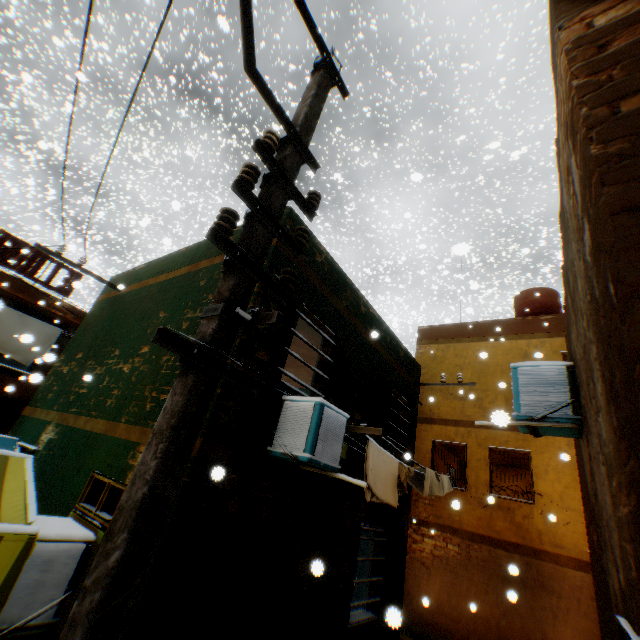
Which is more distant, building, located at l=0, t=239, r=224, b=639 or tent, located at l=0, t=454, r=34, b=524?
building, located at l=0, t=239, r=224, b=639

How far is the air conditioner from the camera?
4.13m

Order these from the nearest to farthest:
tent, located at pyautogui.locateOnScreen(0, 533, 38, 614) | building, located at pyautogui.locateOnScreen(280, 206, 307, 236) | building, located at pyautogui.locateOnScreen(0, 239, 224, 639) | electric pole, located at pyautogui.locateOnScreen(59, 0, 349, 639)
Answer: electric pole, located at pyautogui.locateOnScreen(59, 0, 349, 639)
tent, located at pyautogui.locateOnScreen(0, 533, 38, 614)
building, located at pyautogui.locateOnScreen(0, 239, 224, 639)
building, located at pyautogui.locateOnScreen(280, 206, 307, 236)

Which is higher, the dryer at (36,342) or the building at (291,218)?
the building at (291,218)

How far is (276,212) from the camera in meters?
2.2 m

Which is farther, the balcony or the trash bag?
the balcony

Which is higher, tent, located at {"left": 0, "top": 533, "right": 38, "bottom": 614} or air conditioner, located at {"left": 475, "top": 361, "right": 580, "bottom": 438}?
air conditioner, located at {"left": 475, "top": 361, "right": 580, "bottom": 438}

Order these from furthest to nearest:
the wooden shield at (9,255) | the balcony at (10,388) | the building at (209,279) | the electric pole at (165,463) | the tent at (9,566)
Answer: the wooden shield at (9,255)
the balcony at (10,388)
the building at (209,279)
the tent at (9,566)
the electric pole at (165,463)
